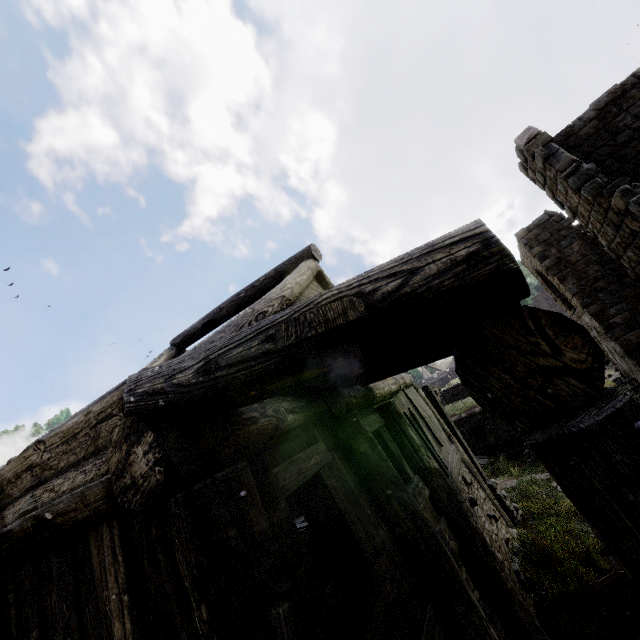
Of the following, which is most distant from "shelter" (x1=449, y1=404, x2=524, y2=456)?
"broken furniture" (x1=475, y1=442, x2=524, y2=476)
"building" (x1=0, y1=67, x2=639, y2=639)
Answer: "building" (x1=0, y1=67, x2=639, y2=639)

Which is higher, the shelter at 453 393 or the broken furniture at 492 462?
the shelter at 453 393

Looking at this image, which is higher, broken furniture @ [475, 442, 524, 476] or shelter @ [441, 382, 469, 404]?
shelter @ [441, 382, 469, 404]

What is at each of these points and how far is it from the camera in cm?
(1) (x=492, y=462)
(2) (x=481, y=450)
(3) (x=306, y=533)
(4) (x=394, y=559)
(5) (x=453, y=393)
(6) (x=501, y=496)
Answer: (1) broken furniture, 1608
(2) shelter, 1889
(3) wooden plank rubble, 881
(4) building, 329
(5) shelter, 3403
(6) wooden lamp post, 1009

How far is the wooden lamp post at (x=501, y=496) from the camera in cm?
989

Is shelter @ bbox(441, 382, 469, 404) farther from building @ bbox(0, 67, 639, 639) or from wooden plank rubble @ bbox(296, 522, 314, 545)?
wooden plank rubble @ bbox(296, 522, 314, 545)

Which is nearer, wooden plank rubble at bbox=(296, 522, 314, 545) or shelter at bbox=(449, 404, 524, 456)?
wooden plank rubble at bbox=(296, 522, 314, 545)

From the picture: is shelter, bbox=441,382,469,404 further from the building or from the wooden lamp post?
the wooden lamp post
